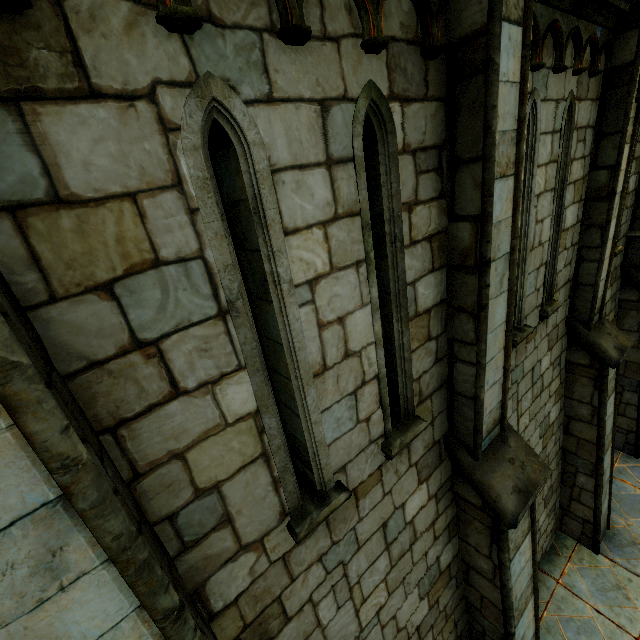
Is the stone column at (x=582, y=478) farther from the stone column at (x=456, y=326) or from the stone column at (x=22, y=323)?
the stone column at (x=22, y=323)

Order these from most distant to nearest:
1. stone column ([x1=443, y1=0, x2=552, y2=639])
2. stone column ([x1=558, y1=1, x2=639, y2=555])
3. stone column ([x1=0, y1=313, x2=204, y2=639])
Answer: stone column ([x1=558, y1=1, x2=639, y2=555])
stone column ([x1=443, y1=0, x2=552, y2=639])
stone column ([x1=0, y1=313, x2=204, y2=639])

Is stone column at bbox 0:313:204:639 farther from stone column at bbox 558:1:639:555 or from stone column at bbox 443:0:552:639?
stone column at bbox 558:1:639:555

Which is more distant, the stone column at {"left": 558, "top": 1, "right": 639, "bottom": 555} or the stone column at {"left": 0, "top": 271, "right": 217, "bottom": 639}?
the stone column at {"left": 558, "top": 1, "right": 639, "bottom": 555}

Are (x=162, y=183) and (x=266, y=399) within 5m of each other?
yes

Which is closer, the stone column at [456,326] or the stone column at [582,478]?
the stone column at [456,326]
